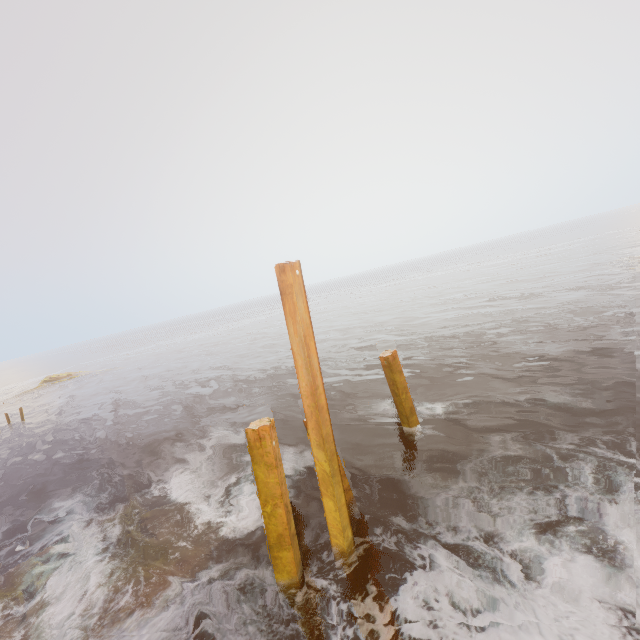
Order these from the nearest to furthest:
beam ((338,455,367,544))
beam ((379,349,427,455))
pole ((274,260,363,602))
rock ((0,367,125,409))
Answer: pole ((274,260,363,602))
beam ((338,455,367,544))
beam ((379,349,427,455))
rock ((0,367,125,409))

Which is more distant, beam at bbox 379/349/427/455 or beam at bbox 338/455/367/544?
beam at bbox 379/349/427/455

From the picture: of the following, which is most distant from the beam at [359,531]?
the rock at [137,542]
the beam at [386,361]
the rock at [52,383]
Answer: the rock at [52,383]

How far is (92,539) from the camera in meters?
8.7 m

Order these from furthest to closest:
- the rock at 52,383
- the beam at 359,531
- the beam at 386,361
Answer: the rock at 52,383 < the beam at 386,361 < the beam at 359,531

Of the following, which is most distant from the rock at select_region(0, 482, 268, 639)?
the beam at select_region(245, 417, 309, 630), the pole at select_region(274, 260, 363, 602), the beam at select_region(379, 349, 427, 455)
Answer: the beam at select_region(379, 349, 427, 455)

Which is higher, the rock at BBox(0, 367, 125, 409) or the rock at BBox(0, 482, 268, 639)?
the rock at BBox(0, 367, 125, 409)

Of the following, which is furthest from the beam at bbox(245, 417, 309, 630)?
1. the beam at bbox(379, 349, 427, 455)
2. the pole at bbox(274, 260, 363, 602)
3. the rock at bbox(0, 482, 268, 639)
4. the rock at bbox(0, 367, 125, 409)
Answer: the rock at bbox(0, 367, 125, 409)
